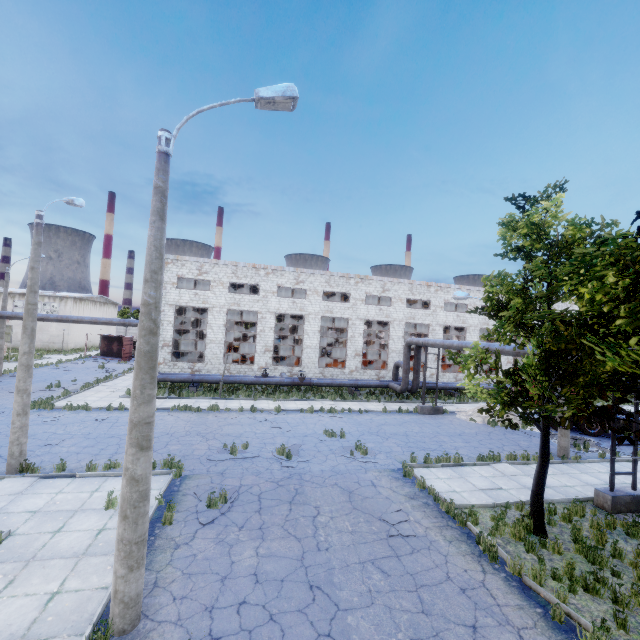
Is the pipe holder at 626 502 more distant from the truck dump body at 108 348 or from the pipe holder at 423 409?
the truck dump body at 108 348

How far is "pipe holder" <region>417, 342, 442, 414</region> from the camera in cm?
2270

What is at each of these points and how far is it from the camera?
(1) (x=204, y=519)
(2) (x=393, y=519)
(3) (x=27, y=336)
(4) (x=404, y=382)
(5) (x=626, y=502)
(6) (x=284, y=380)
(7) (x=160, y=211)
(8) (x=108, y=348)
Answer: (1) asphalt debris, 8.84m
(2) asphalt debris, 9.46m
(3) lamp post, 10.90m
(4) pipe, 25.69m
(5) pipe holder, 10.77m
(6) pipe, 26.41m
(7) lamp post, 5.88m
(8) truck dump body, 42.66m

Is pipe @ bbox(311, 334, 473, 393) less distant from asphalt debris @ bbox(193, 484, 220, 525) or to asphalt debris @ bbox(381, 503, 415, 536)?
asphalt debris @ bbox(381, 503, 415, 536)

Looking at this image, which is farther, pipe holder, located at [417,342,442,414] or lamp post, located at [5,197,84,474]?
pipe holder, located at [417,342,442,414]

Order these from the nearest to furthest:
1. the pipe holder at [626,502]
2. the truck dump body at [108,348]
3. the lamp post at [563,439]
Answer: the pipe holder at [626,502] < the lamp post at [563,439] < the truck dump body at [108,348]

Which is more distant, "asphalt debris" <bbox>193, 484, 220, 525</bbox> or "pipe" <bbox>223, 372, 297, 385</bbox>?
"pipe" <bbox>223, 372, 297, 385</bbox>

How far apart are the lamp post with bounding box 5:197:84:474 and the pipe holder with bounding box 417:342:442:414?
20.7m
